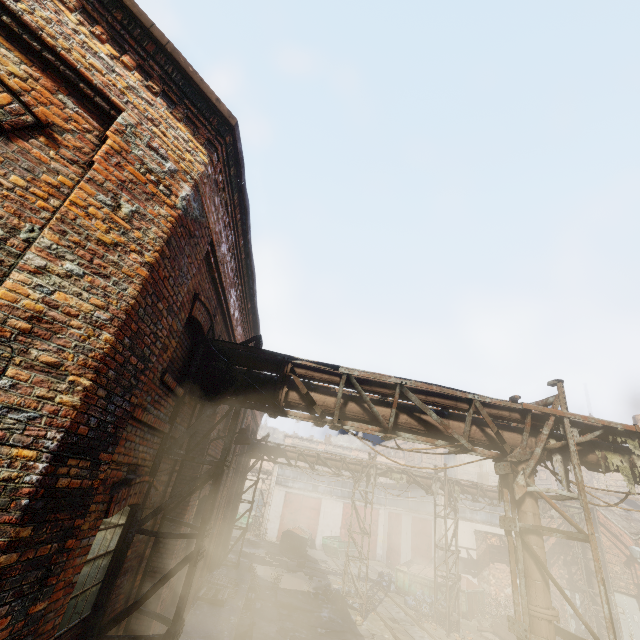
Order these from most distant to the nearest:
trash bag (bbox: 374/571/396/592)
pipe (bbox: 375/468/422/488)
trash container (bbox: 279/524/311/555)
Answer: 1. trash container (bbox: 279/524/311/555)
2. trash bag (bbox: 374/571/396/592)
3. pipe (bbox: 375/468/422/488)

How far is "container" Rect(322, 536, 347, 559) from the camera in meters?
27.2 m

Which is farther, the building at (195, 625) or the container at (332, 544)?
the container at (332, 544)

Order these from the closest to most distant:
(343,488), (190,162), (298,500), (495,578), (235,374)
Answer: (190,162)
(235,374)
(495,578)
(298,500)
(343,488)

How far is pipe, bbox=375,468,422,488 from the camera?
16.83m

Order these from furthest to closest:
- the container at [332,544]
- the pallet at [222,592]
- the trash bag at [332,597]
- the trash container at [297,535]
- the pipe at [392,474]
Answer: the container at [332,544]
the trash container at [297,535]
the pipe at [392,474]
the trash bag at [332,597]
the pallet at [222,592]

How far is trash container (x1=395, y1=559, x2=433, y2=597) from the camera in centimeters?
1858cm

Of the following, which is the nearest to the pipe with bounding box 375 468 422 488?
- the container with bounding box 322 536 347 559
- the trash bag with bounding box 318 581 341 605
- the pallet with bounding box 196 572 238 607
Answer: the trash bag with bounding box 318 581 341 605
